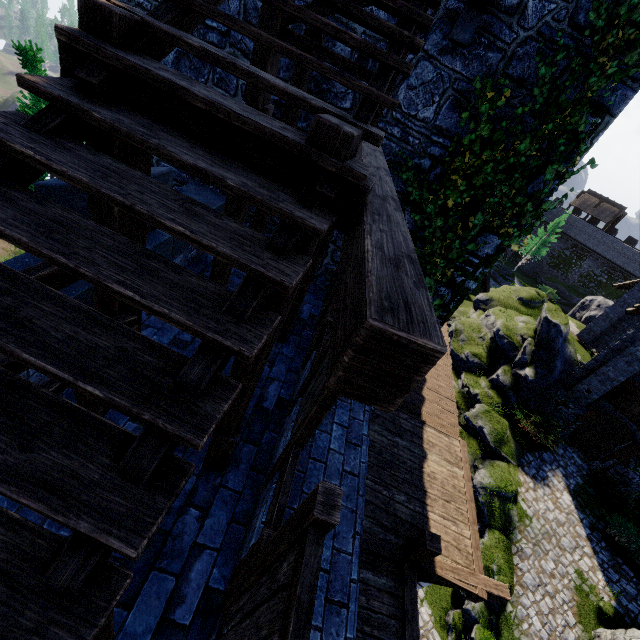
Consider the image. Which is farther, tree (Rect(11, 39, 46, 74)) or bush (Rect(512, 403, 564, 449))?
bush (Rect(512, 403, 564, 449))

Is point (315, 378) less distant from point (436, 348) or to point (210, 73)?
point (436, 348)

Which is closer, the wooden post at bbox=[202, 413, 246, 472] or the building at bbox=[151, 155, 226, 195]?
the wooden post at bbox=[202, 413, 246, 472]

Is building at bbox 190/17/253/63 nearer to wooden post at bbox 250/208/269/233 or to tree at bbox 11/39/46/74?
wooden post at bbox 250/208/269/233

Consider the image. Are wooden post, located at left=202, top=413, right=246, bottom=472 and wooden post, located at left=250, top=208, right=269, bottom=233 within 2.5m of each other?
no

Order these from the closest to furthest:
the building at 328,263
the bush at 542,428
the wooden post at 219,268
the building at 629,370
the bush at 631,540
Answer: the wooden post at 219,268
the building at 328,263
the bush at 631,540
the building at 629,370
the bush at 542,428

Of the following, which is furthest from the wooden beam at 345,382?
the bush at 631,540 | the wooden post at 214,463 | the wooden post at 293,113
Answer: the bush at 631,540

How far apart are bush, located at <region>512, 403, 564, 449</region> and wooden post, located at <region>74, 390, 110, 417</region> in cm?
1798
